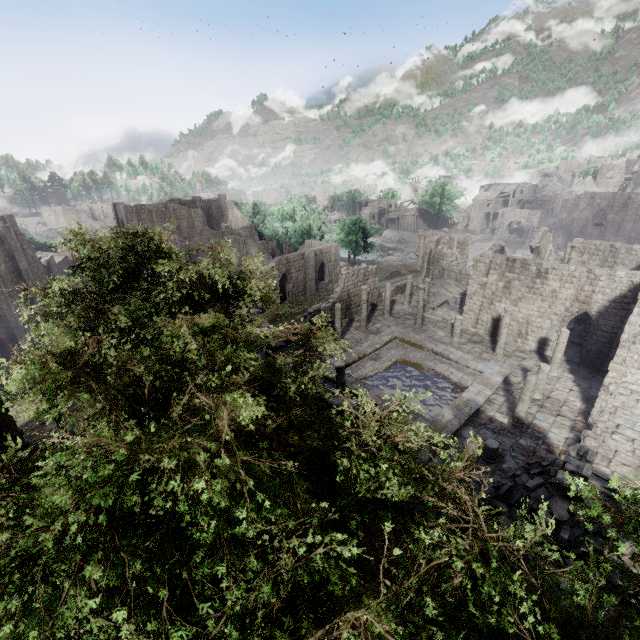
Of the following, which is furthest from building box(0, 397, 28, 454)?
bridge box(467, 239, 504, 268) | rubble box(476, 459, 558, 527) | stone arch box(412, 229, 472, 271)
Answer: bridge box(467, 239, 504, 268)

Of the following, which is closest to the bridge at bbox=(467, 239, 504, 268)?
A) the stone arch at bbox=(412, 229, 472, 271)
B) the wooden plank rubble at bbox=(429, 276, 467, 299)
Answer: the stone arch at bbox=(412, 229, 472, 271)

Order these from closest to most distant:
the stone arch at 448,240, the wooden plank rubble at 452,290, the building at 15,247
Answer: the building at 15,247
the wooden plank rubble at 452,290
the stone arch at 448,240

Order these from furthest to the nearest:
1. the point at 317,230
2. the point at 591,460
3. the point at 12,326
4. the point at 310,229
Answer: the point at 310,229 → the point at 317,230 → the point at 12,326 → the point at 591,460

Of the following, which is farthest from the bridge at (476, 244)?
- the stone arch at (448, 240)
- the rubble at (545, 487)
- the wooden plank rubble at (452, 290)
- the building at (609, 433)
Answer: the rubble at (545, 487)

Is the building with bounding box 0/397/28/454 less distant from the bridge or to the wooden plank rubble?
the wooden plank rubble

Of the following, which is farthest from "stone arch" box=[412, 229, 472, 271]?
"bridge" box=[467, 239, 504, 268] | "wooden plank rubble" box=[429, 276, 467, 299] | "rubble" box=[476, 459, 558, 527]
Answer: "rubble" box=[476, 459, 558, 527]

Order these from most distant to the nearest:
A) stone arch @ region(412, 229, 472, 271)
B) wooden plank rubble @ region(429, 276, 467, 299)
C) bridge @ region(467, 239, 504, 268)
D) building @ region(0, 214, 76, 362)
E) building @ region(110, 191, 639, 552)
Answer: bridge @ region(467, 239, 504, 268) < stone arch @ region(412, 229, 472, 271) < wooden plank rubble @ region(429, 276, 467, 299) < building @ region(0, 214, 76, 362) < building @ region(110, 191, 639, 552)
